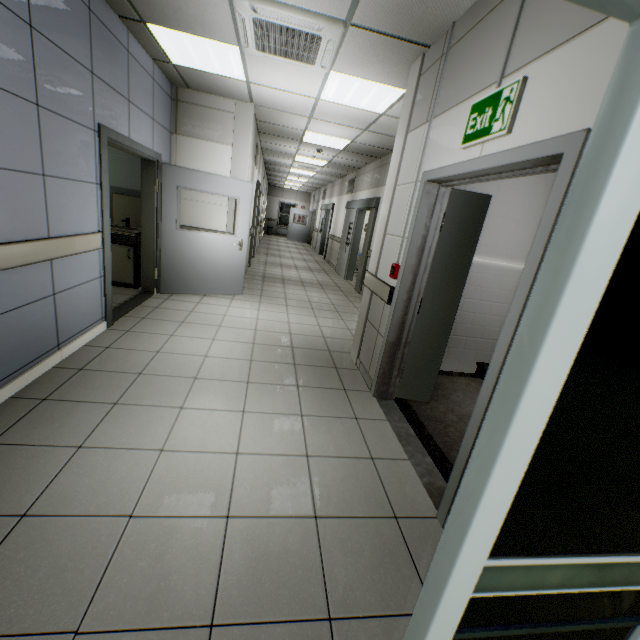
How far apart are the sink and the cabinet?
0.0 meters

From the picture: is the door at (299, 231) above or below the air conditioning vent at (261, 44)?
below

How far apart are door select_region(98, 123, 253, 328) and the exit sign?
3.4m

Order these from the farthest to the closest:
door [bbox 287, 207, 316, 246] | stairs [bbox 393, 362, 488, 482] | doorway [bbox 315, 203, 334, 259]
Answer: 1. door [bbox 287, 207, 316, 246]
2. doorway [bbox 315, 203, 334, 259]
3. stairs [bbox 393, 362, 488, 482]

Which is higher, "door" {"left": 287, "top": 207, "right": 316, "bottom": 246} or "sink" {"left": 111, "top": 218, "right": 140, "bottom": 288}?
"sink" {"left": 111, "top": 218, "right": 140, "bottom": 288}

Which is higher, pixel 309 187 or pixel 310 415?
pixel 309 187

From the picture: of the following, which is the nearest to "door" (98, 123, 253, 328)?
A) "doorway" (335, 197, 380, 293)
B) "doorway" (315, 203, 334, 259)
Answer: "doorway" (335, 197, 380, 293)

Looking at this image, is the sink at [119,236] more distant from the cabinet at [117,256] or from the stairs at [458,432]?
the stairs at [458,432]
